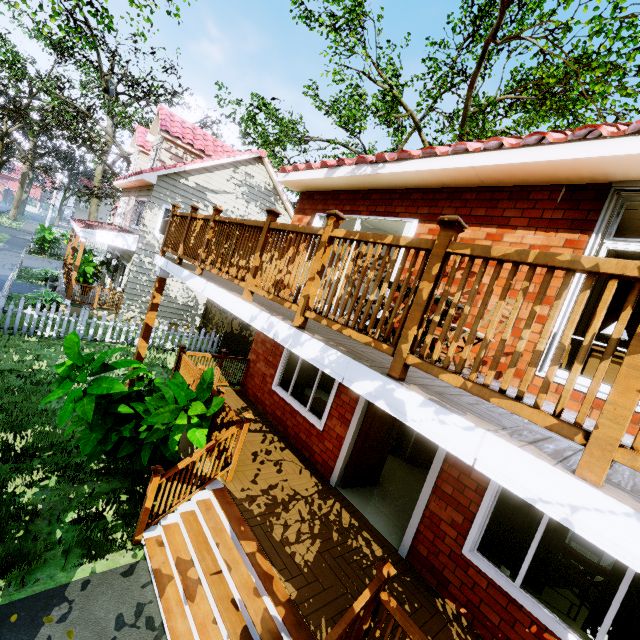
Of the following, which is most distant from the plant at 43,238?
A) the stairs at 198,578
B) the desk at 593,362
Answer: the desk at 593,362

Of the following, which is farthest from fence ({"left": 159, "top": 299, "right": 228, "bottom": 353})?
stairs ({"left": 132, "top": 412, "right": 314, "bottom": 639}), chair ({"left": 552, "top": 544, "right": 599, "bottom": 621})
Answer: chair ({"left": 552, "top": 544, "right": 599, "bottom": 621})

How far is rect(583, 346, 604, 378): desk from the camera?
3.8 meters

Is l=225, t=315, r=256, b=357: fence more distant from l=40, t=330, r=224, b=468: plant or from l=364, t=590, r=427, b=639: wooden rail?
l=364, t=590, r=427, b=639: wooden rail

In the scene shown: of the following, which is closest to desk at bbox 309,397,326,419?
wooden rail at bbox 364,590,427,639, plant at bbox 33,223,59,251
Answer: wooden rail at bbox 364,590,427,639

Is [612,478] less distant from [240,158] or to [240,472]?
[240,472]

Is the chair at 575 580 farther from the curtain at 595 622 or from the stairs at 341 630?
the stairs at 341 630

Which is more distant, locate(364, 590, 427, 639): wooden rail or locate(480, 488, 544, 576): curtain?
locate(480, 488, 544, 576): curtain
